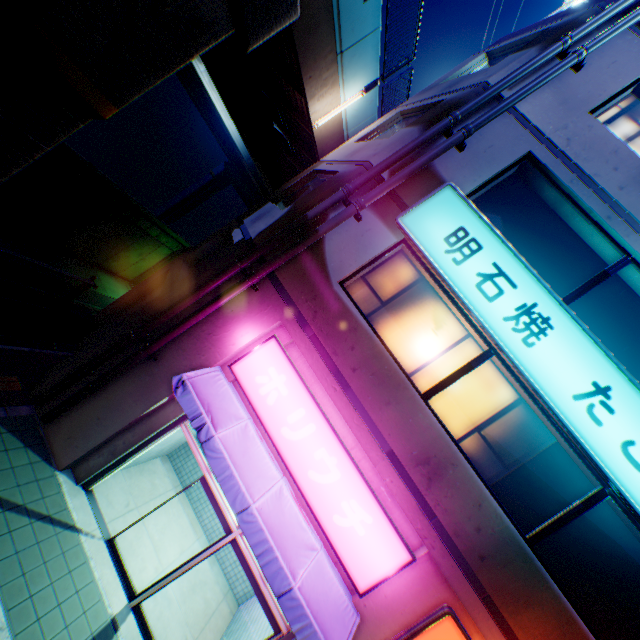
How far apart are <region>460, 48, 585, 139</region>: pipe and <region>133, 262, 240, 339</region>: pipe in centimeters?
15cm

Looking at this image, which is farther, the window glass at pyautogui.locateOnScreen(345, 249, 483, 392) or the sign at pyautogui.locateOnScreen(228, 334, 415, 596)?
the window glass at pyautogui.locateOnScreen(345, 249, 483, 392)

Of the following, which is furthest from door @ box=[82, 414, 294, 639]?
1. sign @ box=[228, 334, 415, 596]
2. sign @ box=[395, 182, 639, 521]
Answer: sign @ box=[395, 182, 639, 521]

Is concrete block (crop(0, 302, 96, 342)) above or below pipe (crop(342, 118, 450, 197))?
below

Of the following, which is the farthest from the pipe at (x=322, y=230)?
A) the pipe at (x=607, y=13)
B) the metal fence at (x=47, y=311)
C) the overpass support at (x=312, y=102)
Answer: the overpass support at (x=312, y=102)

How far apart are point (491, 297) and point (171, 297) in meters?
6.4 m

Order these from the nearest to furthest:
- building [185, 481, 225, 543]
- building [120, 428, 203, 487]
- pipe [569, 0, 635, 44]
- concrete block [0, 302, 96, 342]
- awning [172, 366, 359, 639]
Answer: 1. awning [172, 366, 359, 639]
2. pipe [569, 0, 635, 44]
3. concrete block [0, 302, 96, 342]
4. building [120, 428, 203, 487]
5. building [185, 481, 225, 543]

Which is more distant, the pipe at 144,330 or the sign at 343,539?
the pipe at 144,330
